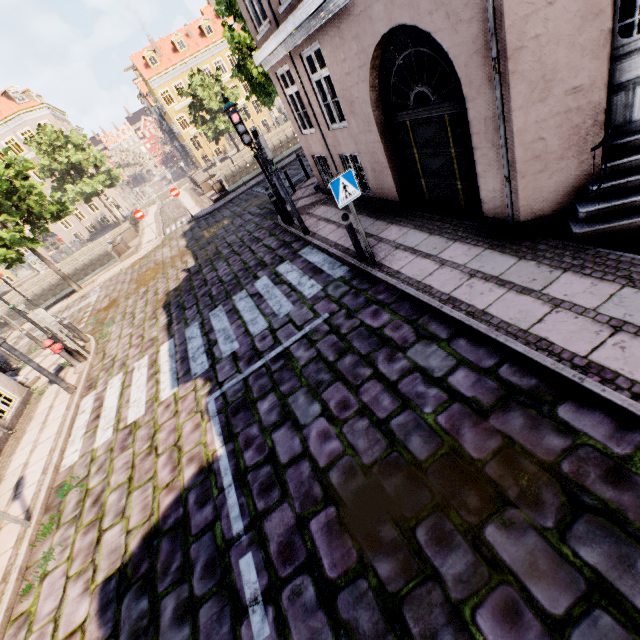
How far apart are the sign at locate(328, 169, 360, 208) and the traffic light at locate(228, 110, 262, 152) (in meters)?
3.54

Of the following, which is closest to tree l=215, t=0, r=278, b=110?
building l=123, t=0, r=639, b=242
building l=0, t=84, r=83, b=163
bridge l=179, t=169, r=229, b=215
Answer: bridge l=179, t=169, r=229, b=215

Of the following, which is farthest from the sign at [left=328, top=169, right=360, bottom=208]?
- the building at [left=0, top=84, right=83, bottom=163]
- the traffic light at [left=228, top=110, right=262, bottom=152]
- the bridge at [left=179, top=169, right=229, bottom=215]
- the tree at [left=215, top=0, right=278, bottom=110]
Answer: the building at [left=0, top=84, right=83, bottom=163]

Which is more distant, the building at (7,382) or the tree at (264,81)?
the tree at (264,81)

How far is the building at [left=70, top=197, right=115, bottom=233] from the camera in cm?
4169

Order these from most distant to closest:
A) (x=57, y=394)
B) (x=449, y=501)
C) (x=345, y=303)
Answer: (x=57, y=394)
(x=345, y=303)
(x=449, y=501)

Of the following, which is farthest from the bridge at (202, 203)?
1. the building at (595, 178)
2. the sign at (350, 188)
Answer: the sign at (350, 188)

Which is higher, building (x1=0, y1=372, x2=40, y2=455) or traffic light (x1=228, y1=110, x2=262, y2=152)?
traffic light (x1=228, y1=110, x2=262, y2=152)
